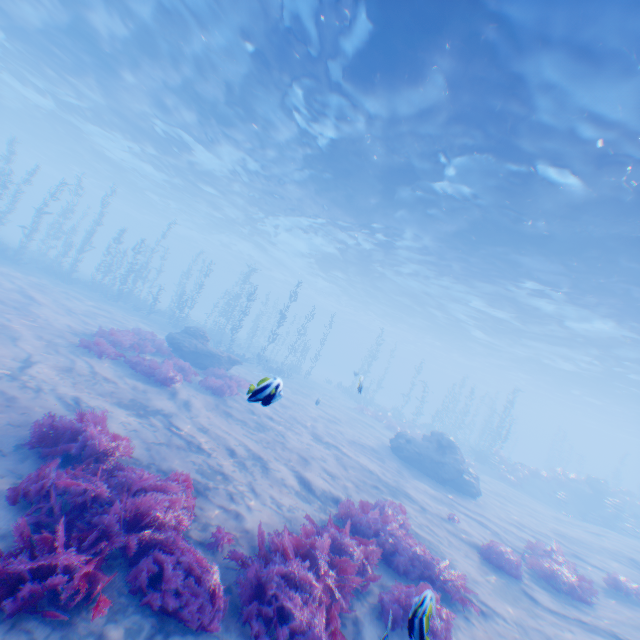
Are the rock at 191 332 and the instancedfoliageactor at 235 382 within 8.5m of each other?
yes

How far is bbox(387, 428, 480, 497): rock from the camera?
16.17m

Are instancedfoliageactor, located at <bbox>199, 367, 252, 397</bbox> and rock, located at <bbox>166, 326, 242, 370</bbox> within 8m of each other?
yes

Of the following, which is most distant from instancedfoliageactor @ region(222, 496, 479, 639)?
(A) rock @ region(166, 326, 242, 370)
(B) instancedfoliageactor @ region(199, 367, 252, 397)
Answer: (A) rock @ region(166, 326, 242, 370)

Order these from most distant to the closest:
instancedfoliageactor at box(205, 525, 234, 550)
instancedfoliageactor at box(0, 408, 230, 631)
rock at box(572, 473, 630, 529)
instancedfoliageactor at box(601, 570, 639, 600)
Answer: rock at box(572, 473, 630, 529)
instancedfoliageactor at box(601, 570, 639, 600)
instancedfoliageactor at box(205, 525, 234, 550)
instancedfoliageactor at box(0, 408, 230, 631)

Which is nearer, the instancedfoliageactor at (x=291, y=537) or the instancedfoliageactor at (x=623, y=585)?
the instancedfoliageactor at (x=291, y=537)

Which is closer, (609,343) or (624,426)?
(609,343)

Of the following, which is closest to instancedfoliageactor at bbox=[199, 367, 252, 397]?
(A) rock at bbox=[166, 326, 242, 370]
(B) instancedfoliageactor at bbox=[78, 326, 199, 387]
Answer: (A) rock at bbox=[166, 326, 242, 370]
